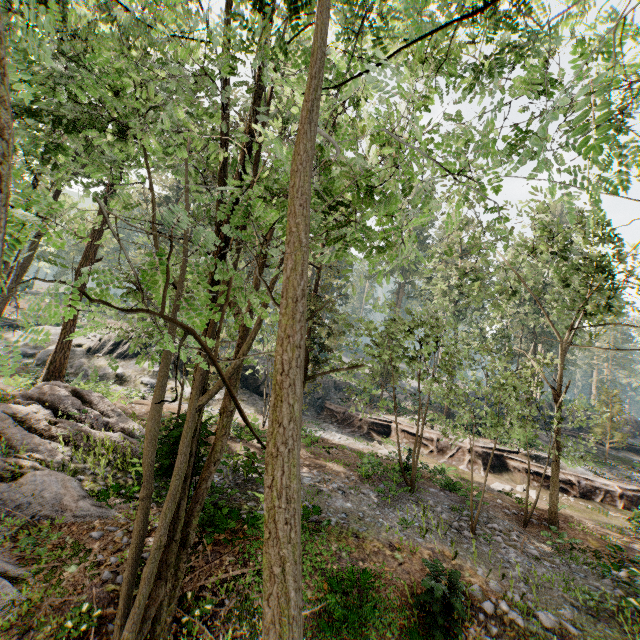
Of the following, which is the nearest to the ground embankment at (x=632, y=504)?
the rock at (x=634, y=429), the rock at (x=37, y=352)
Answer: the rock at (x=634, y=429)

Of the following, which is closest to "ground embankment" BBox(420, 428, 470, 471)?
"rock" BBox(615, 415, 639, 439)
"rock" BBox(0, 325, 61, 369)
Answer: "rock" BBox(615, 415, 639, 439)

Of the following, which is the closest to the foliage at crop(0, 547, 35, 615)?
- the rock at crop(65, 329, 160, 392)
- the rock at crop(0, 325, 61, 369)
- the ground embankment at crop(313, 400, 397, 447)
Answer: the ground embankment at crop(313, 400, 397, 447)

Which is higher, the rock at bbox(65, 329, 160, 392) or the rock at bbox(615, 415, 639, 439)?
the rock at bbox(615, 415, 639, 439)

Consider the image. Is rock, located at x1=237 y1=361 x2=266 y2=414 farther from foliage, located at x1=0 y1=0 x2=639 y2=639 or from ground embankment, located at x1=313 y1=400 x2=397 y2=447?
foliage, located at x1=0 y1=0 x2=639 y2=639

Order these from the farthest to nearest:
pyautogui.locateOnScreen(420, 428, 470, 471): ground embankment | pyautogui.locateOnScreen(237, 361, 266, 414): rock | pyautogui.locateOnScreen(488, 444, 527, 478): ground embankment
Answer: pyautogui.locateOnScreen(237, 361, 266, 414): rock
pyautogui.locateOnScreen(420, 428, 470, 471): ground embankment
pyautogui.locateOnScreen(488, 444, 527, 478): ground embankment

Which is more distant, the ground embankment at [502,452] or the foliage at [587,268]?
the ground embankment at [502,452]

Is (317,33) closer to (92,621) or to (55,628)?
(92,621)
